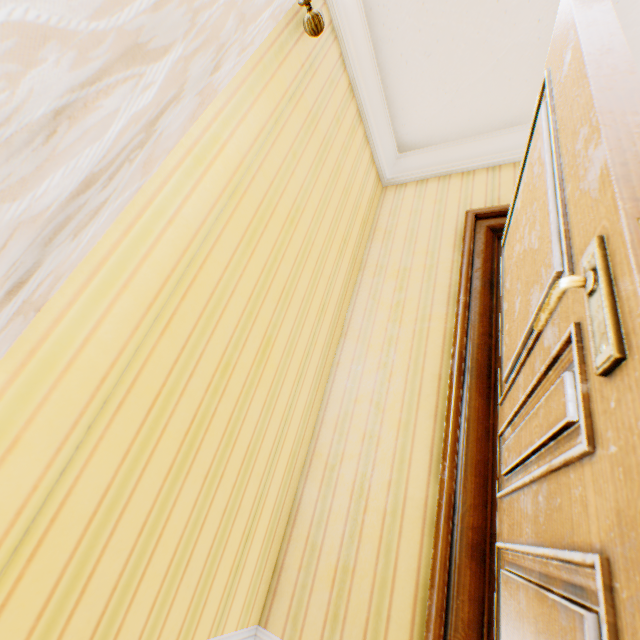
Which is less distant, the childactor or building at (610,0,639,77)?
the childactor

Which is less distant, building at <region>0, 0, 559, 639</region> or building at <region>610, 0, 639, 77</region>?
building at <region>0, 0, 559, 639</region>

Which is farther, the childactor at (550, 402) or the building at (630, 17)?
the building at (630, 17)

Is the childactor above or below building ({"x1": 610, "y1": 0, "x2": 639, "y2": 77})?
below

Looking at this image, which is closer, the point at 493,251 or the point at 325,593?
the point at 325,593

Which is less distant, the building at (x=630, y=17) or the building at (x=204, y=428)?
the building at (x=204, y=428)
